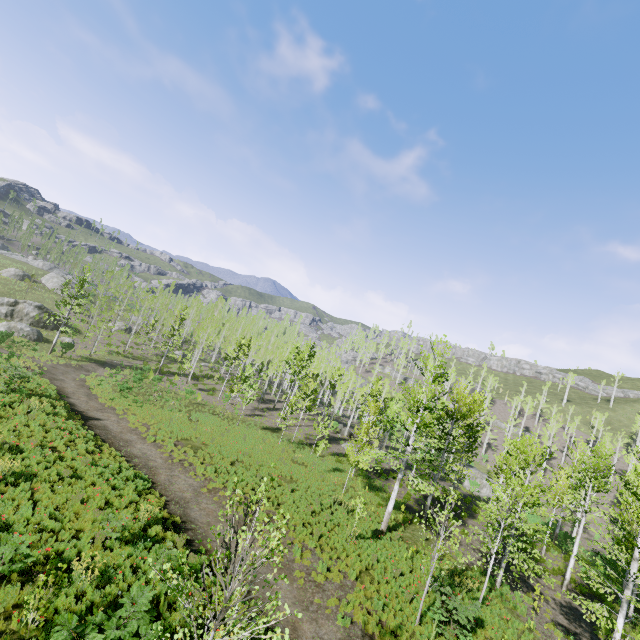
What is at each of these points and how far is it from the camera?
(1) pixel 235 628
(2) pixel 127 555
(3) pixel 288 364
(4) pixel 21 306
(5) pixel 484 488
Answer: (1) instancedfoliageactor, 5.2 meters
(2) instancedfoliageactor, 10.4 meters
(3) instancedfoliageactor, 43.7 meters
(4) rock, 41.7 meters
(5) rock, 40.8 meters

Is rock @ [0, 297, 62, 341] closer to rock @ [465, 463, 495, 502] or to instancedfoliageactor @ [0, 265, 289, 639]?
instancedfoliageactor @ [0, 265, 289, 639]

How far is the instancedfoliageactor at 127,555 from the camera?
9.3m

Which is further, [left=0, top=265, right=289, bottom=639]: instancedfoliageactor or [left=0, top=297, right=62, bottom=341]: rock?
[left=0, top=297, right=62, bottom=341]: rock

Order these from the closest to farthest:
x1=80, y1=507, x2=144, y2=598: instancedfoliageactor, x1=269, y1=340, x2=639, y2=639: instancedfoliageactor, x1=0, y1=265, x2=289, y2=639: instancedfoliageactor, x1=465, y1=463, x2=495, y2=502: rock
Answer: → x1=0, y1=265, x2=289, y2=639: instancedfoliageactor → x1=80, y1=507, x2=144, y2=598: instancedfoliageactor → x1=269, y1=340, x2=639, y2=639: instancedfoliageactor → x1=465, y1=463, x2=495, y2=502: rock

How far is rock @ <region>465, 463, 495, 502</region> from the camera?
40.1 meters

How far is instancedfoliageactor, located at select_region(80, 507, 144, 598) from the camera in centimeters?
928cm

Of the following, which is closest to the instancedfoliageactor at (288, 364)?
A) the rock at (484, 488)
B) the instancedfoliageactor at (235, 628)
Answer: the instancedfoliageactor at (235, 628)
